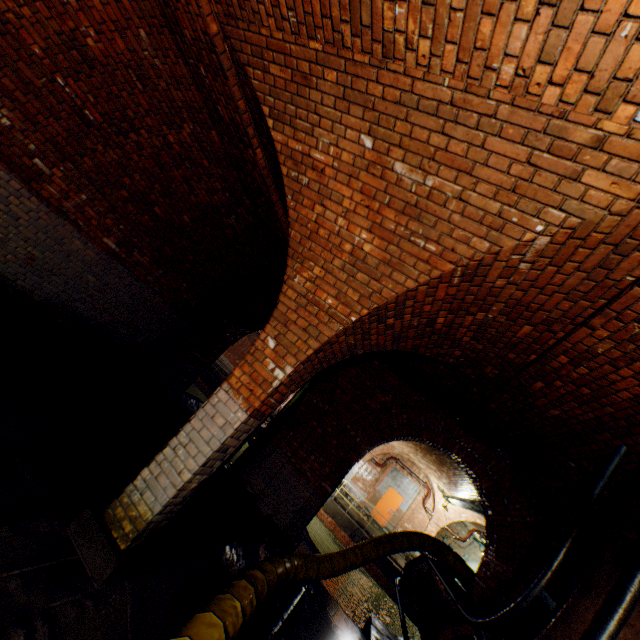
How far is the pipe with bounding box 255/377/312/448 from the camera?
11.8m

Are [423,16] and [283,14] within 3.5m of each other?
yes

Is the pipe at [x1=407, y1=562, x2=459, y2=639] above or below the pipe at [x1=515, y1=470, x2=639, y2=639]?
below

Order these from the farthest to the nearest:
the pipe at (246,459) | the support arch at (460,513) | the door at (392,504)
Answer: the door at (392,504) → the support arch at (460,513) → the pipe at (246,459)

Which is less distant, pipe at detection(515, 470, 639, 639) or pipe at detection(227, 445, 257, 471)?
pipe at detection(515, 470, 639, 639)

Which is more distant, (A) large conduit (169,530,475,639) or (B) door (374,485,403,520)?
(B) door (374,485,403,520)

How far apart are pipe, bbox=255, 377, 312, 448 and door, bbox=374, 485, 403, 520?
10.88m

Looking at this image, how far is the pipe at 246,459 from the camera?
11.4m
